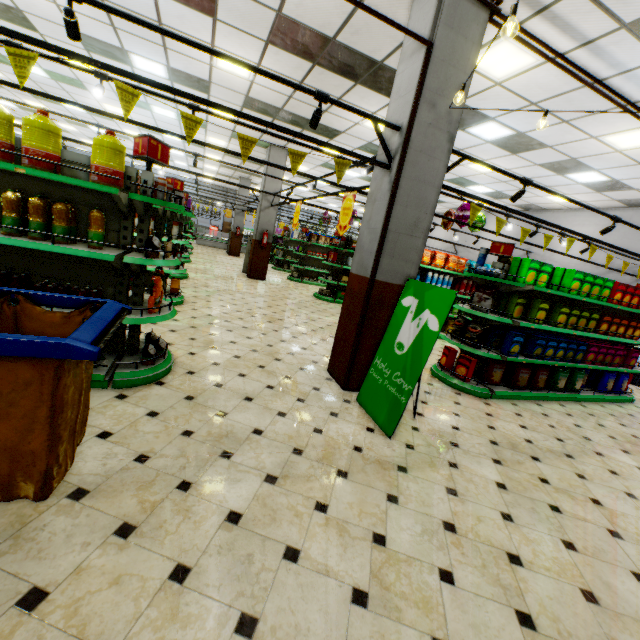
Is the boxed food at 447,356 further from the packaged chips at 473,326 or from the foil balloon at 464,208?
the foil balloon at 464,208

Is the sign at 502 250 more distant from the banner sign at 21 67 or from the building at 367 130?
the banner sign at 21 67

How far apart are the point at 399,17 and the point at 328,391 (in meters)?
5.15

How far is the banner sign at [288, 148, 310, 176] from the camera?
3.49m

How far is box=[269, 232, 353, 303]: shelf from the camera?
11.43m

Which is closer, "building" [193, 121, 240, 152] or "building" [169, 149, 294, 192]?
"building" [193, 121, 240, 152]

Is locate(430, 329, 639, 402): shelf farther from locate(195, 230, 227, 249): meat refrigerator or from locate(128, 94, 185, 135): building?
locate(195, 230, 227, 249): meat refrigerator

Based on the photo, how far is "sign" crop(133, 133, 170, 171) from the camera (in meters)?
3.16
